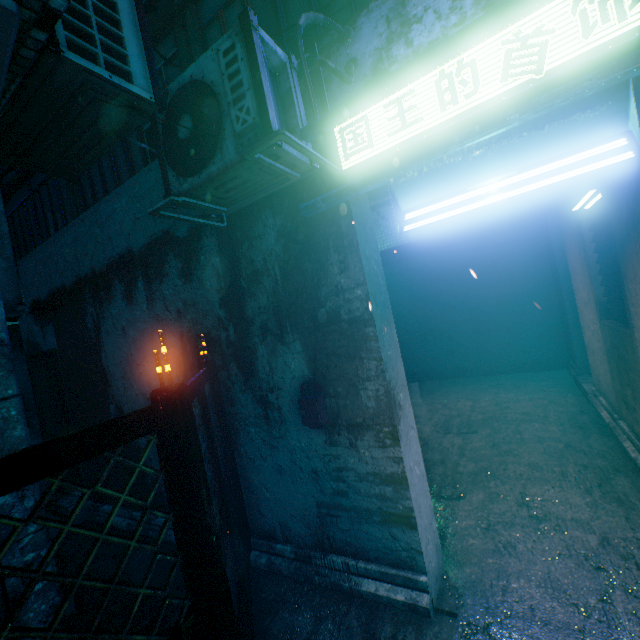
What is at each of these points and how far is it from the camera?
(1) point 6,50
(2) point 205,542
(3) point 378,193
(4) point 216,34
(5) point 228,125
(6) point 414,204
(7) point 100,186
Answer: (1) building support, 1.28m
(2) fence post, 1.27m
(3) window, 6.93m
(4) window, 4.04m
(5) air conditioner, 1.81m
(6) light, 1.55m
(7) window, 5.64m

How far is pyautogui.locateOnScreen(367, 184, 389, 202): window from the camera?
6.9m

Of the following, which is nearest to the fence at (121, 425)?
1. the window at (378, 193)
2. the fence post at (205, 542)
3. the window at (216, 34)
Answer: the fence post at (205, 542)

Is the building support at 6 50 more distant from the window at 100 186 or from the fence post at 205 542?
the window at 100 186

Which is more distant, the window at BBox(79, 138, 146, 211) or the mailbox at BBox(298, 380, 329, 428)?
the window at BBox(79, 138, 146, 211)

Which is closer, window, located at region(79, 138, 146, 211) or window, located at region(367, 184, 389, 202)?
window, located at region(79, 138, 146, 211)

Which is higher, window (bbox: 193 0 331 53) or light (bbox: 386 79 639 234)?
window (bbox: 193 0 331 53)

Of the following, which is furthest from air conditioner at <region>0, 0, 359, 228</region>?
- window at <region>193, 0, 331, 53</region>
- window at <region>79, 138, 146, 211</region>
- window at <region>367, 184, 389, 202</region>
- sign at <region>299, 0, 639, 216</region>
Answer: window at <region>367, 184, 389, 202</region>
